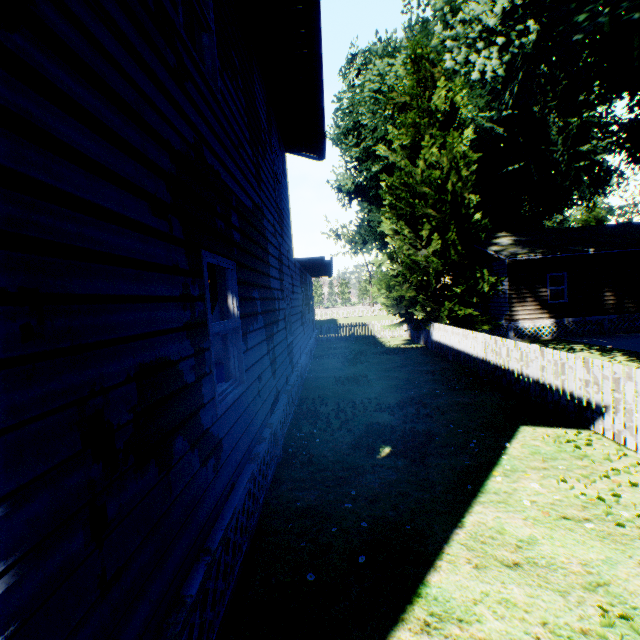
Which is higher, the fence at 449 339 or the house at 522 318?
the house at 522 318

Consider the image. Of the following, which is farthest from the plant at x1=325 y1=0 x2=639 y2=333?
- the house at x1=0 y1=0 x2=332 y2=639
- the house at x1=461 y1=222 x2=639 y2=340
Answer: the house at x1=0 y1=0 x2=332 y2=639

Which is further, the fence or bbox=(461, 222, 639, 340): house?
bbox=(461, 222, 639, 340): house

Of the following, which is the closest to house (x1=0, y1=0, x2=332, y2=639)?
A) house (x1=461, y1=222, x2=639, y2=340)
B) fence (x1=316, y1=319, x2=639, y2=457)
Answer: fence (x1=316, y1=319, x2=639, y2=457)

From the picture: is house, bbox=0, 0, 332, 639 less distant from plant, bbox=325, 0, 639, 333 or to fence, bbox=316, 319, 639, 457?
fence, bbox=316, 319, 639, 457

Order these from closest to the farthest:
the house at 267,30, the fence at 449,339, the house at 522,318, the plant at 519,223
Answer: the house at 267,30 < the fence at 449,339 < the plant at 519,223 < the house at 522,318

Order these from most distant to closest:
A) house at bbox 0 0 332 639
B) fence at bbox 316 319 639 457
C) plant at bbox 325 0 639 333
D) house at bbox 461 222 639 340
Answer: house at bbox 461 222 639 340
plant at bbox 325 0 639 333
fence at bbox 316 319 639 457
house at bbox 0 0 332 639

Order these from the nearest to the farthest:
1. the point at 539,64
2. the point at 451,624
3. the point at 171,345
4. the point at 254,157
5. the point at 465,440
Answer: the point at 171,345, the point at 451,624, the point at 254,157, the point at 465,440, the point at 539,64
